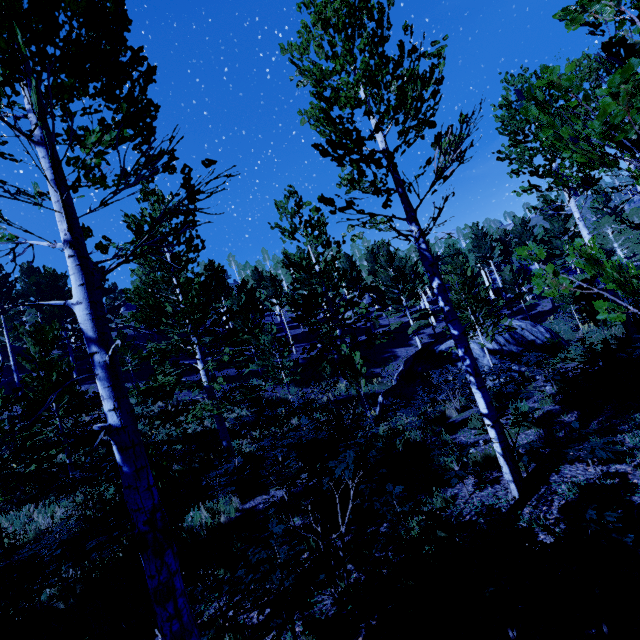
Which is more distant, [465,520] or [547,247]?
[547,247]

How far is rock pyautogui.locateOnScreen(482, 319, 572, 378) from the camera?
14.7m

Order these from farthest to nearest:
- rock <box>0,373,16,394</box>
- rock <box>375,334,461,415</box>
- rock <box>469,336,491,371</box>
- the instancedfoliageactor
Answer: rock <box>0,373,16,394</box> < rock <box>375,334,461,415</box> < rock <box>469,336,491,371</box> < the instancedfoliageactor

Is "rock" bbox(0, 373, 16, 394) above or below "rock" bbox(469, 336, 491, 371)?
above

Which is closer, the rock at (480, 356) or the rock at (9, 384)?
the rock at (480, 356)

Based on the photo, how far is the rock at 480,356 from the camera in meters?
14.4 m

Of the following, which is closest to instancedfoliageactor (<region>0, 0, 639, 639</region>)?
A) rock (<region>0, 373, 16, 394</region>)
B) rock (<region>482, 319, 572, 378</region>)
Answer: rock (<region>0, 373, 16, 394</region>)

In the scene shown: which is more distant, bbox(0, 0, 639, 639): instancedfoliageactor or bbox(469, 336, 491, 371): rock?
bbox(469, 336, 491, 371): rock
